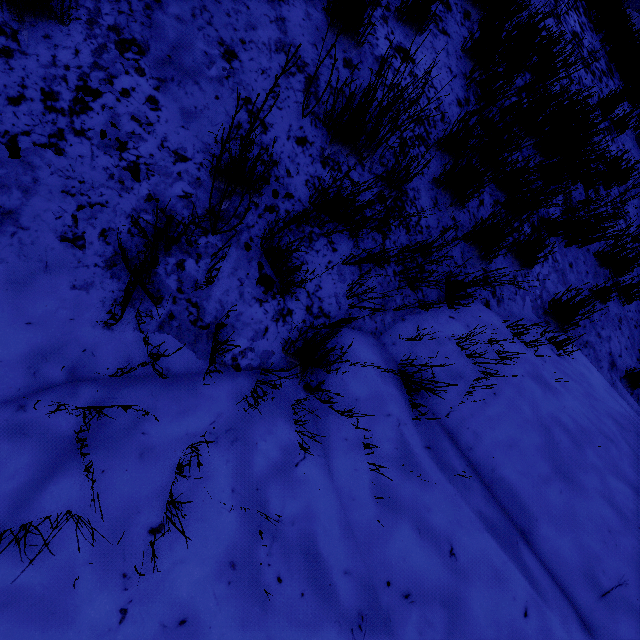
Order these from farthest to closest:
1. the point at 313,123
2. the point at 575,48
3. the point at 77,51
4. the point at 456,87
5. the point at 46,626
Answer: the point at 575,48, the point at 456,87, the point at 313,123, the point at 77,51, the point at 46,626

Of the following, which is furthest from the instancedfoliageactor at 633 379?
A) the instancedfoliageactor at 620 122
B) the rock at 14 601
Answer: the instancedfoliageactor at 620 122

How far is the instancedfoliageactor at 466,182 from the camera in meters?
2.3

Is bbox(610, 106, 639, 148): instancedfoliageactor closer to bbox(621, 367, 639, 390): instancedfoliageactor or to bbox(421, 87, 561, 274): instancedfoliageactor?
bbox(621, 367, 639, 390): instancedfoliageactor

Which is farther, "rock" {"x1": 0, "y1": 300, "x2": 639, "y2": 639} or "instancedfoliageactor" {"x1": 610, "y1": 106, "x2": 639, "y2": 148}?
"instancedfoliageactor" {"x1": 610, "y1": 106, "x2": 639, "y2": 148}

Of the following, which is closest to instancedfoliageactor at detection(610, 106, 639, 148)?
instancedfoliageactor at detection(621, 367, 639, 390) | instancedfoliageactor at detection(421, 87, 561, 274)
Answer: instancedfoliageactor at detection(621, 367, 639, 390)

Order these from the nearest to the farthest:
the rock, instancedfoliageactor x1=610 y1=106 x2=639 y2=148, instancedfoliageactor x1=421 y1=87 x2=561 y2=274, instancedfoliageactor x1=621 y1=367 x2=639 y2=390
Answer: the rock → instancedfoliageactor x1=421 y1=87 x2=561 y2=274 → instancedfoliageactor x1=621 y1=367 x2=639 y2=390 → instancedfoliageactor x1=610 y1=106 x2=639 y2=148

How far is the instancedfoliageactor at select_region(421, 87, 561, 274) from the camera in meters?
2.3
